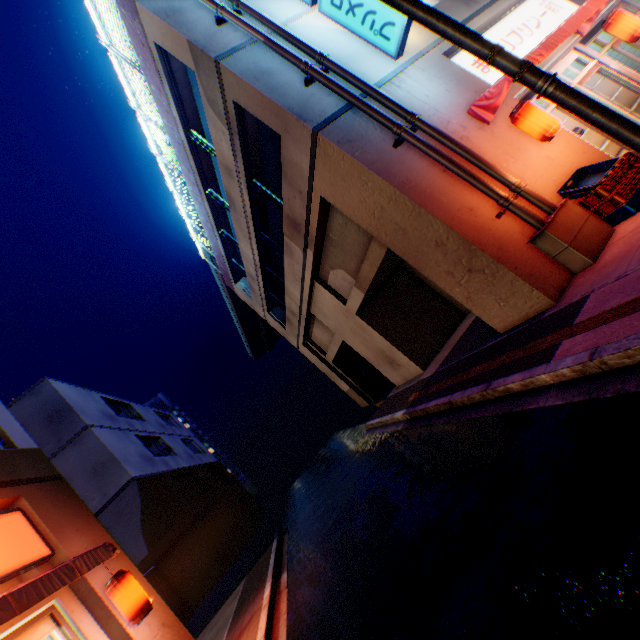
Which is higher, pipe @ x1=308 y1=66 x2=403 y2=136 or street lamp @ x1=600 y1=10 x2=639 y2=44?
pipe @ x1=308 y1=66 x2=403 y2=136

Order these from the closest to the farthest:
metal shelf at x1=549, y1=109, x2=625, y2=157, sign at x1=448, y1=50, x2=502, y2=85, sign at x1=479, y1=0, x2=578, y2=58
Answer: sign at x1=448, y1=50, x2=502, y2=85 < sign at x1=479, y1=0, x2=578, y2=58 < metal shelf at x1=549, y1=109, x2=625, y2=157

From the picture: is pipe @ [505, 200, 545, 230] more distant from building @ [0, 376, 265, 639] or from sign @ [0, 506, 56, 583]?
building @ [0, 376, 265, 639]

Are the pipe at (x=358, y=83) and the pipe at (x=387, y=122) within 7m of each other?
yes

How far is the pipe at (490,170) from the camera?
6.21m

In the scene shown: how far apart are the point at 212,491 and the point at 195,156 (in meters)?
18.30

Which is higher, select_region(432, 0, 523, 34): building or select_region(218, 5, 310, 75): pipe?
select_region(218, 5, 310, 75): pipe

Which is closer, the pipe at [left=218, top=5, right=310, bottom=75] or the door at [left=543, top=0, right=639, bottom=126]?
the pipe at [left=218, top=5, right=310, bottom=75]
